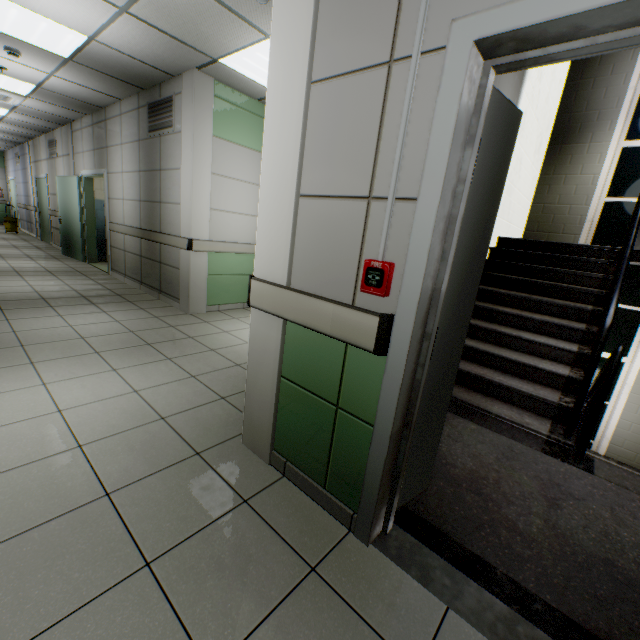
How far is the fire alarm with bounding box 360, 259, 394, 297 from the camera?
1.31m

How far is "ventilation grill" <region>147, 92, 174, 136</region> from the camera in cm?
463

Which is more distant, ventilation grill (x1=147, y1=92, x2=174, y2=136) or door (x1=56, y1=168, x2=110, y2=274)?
door (x1=56, y1=168, x2=110, y2=274)

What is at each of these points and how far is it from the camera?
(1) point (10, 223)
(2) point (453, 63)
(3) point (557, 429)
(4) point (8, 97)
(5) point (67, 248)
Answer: (1) bottle, 12.10m
(2) door, 1.08m
(3) stairs, 2.56m
(4) air conditioning vent, 6.19m
(5) door, 8.59m

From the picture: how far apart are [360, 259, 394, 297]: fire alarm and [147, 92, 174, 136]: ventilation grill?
4.7m

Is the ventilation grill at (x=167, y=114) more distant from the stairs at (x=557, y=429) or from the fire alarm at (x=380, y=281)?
the fire alarm at (x=380, y=281)

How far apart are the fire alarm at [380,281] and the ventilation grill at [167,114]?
4.7m

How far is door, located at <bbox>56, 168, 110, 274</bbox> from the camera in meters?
7.0 m
